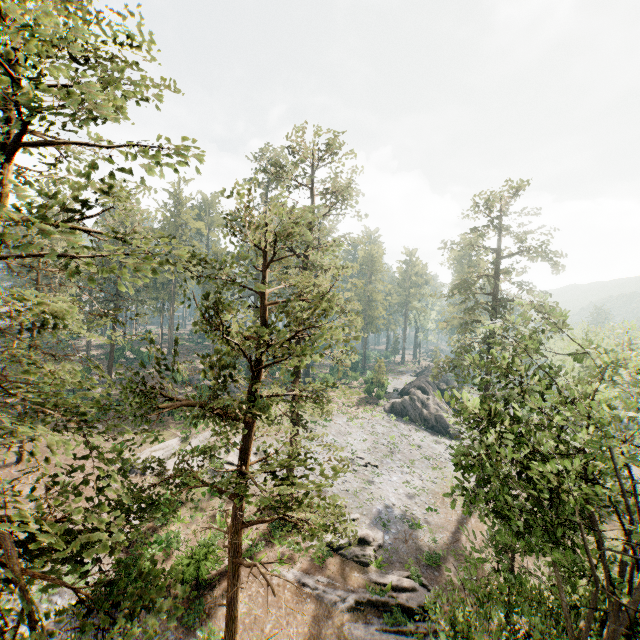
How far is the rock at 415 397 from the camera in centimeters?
4431cm

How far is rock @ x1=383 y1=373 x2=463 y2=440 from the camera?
44.31m

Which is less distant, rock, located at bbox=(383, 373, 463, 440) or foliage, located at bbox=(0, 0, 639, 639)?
foliage, located at bbox=(0, 0, 639, 639)

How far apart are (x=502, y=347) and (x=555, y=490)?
19.97m

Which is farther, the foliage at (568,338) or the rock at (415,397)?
the rock at (415,397)
